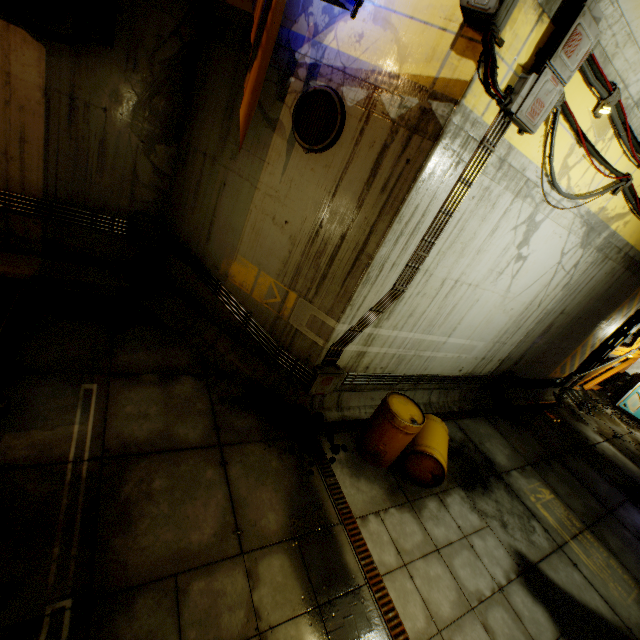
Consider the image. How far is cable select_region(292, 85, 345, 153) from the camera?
4.4 meters

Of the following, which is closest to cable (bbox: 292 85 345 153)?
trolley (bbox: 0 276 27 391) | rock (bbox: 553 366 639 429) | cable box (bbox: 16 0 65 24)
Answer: cable box (bbox: 16 0 65 24)

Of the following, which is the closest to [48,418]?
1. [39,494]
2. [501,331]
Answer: [39,494]

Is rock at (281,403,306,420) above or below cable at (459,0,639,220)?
below

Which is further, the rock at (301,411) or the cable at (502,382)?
the cable at (502,382)

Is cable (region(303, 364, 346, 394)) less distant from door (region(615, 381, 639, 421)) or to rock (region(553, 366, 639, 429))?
rock (region(553, 366, 639, 429))

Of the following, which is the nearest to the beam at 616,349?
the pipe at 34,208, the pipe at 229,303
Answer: the pipe at 229,303

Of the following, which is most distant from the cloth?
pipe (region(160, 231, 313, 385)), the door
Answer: the door
